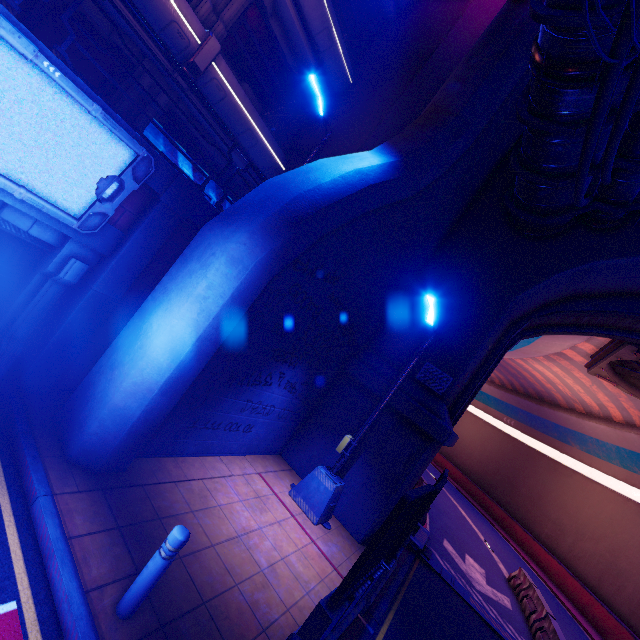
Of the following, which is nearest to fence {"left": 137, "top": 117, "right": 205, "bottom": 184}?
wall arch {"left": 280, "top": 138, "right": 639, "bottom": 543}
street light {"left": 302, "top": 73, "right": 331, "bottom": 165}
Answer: wall arch {"left": 280, "top": 138, "right": 639, "bottom": 543}

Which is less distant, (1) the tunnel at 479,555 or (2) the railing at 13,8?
(2) the railing at 13,8

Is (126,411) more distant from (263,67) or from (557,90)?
(263,67)

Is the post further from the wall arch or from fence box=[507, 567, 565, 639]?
fence box=[507, 567, 565, 639]

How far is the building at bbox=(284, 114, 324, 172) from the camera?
13.13m

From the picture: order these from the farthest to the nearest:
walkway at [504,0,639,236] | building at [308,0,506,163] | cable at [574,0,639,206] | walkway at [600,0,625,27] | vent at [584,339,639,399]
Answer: vent at [584,339,639,399] < building at [308,0,506,163] < walkway at [504,0,639,236] < walkway at [600,0,625,27] < cable at [574,0,639,206]

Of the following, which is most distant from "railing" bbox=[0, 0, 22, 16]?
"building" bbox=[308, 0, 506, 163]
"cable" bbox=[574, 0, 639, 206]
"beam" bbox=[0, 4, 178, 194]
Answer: "building" bbox=[308, 0, 506, 163]

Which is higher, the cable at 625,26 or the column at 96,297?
the cable at 625,26
